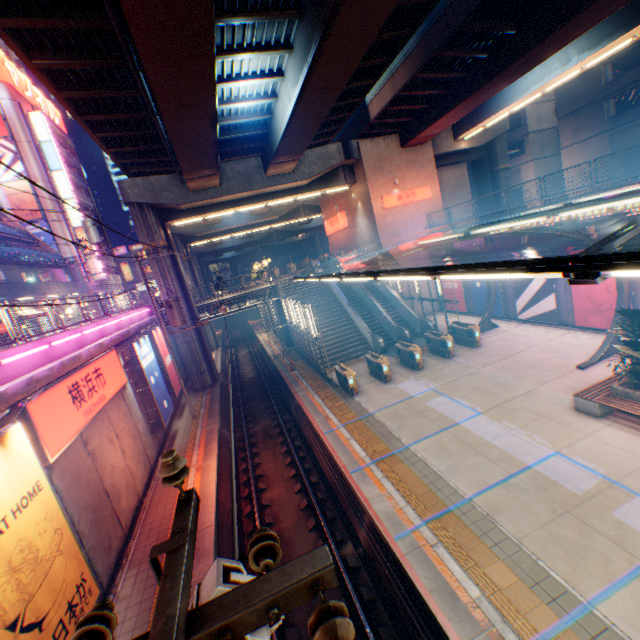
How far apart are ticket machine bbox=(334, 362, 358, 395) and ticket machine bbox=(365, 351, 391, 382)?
1.4 meters

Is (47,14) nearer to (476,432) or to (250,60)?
(250,60)

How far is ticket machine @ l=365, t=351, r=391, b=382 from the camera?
16.8m

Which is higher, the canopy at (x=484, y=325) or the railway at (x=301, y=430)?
the canopy at (x=484, y=325)

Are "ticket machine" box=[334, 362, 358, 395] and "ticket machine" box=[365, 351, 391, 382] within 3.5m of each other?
yes

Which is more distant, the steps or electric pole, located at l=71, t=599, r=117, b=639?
the steps

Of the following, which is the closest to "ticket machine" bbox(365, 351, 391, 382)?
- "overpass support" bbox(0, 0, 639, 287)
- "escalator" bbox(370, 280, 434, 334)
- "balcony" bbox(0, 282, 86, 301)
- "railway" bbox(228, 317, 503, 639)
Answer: "railway" bbox(228, 317, 503, 639)

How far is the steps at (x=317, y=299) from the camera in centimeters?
2248cm
